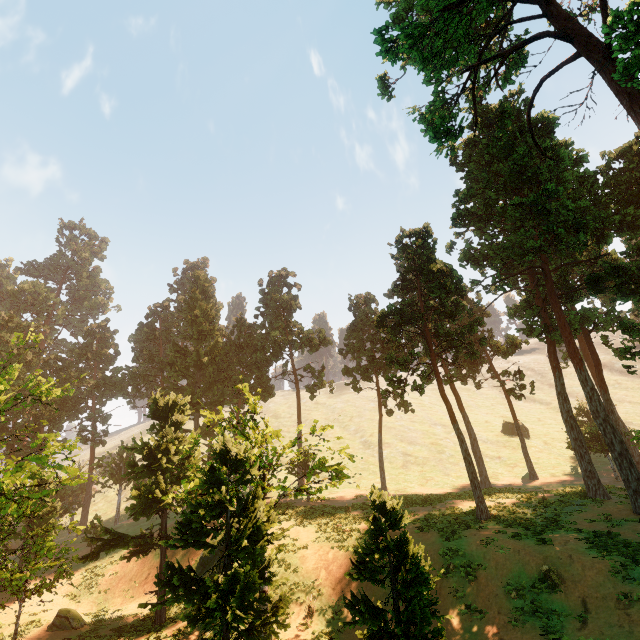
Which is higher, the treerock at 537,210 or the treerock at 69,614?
the treerock at 537,210

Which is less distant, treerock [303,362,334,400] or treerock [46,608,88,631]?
treerock [46,608,88,631]

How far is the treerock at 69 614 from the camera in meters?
19.0

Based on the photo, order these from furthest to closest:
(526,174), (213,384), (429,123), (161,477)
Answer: (213,384)
(526,174)
(429,123)
(161,477)

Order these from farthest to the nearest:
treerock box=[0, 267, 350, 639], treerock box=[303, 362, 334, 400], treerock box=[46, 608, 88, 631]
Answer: treerock box=[303, 362, 334, 400] < treerock box=[46, 608, 88, 631] < treerock box=[0, 267, 350, 639]
